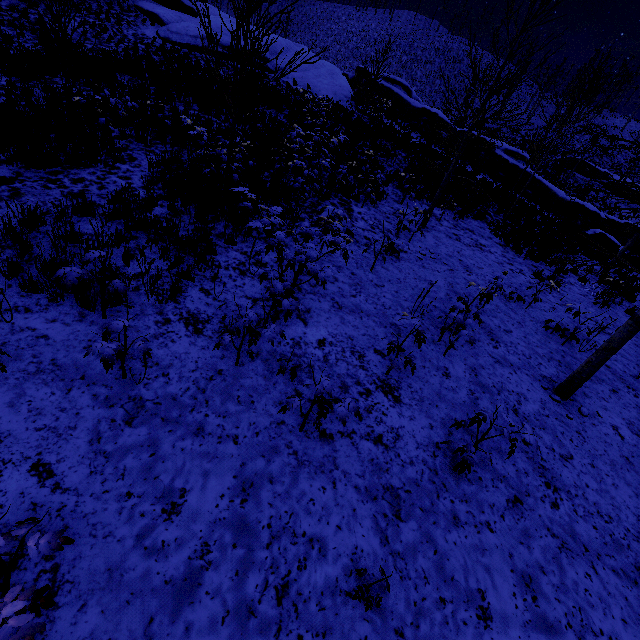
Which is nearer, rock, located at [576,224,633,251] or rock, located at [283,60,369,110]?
rock, located at [576,224,633,251]

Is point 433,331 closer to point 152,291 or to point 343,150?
point 152,291

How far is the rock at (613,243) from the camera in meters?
17.7

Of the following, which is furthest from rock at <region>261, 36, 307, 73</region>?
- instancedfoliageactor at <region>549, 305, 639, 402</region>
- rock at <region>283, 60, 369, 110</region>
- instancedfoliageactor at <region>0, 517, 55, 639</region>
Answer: instancedfoliageactor at <region>0, 517, 55, 639</region>

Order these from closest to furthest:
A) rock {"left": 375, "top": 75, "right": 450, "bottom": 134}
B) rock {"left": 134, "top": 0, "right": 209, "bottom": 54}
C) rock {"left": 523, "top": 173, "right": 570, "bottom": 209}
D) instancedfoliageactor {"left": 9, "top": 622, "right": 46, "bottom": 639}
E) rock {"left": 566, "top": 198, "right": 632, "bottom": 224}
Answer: instancedfoliageactor {"left": 9, "top": 622, "right": 46, "bottom": 639} → rock {"left": 134, "top": 0, "right": 209, "bottom": 54} → rock {"left": 566, "top": 198, "right": 632, "bottom": 224} → rock {"left": 523, "top": 173, "right": 570, "bottom": 209} → rock {"left": 375, "top": 75, "right": 450, "bottom": 134}

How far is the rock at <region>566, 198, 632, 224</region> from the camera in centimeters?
2203cm

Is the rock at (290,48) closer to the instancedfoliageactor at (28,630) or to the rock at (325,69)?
the rock at (325,69)

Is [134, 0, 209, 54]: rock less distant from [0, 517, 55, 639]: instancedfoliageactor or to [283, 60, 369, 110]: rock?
[283, 60, 369, 110]: rock
